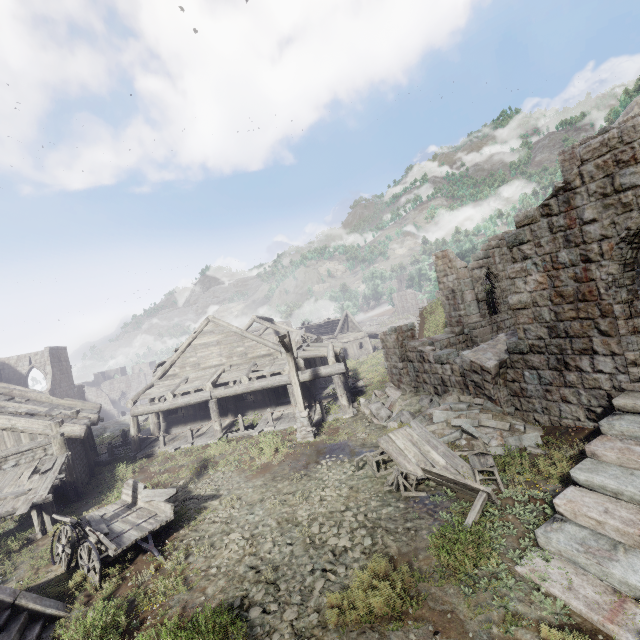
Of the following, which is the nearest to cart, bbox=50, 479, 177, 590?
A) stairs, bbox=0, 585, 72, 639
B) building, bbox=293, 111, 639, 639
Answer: stairs, bbox=0, 585, 72, 639

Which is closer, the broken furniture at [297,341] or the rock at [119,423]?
the broken furniture at [297,341]

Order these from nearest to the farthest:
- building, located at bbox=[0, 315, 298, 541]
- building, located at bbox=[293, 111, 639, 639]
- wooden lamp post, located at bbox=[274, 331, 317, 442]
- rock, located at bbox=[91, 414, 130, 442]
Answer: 1. building, located at bbox=[293, 111, 639, 639]
2. building, located at bbox=[0, 315, 298, 541]
3. wooden lamp post, located at bbox=[274, 331, 317, 442]
4. rock, located at bbox=[91, 414, 130, 442]

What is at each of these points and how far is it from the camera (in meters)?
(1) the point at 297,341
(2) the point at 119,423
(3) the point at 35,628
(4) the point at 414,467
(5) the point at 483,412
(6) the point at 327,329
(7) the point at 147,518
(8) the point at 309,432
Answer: (1) broken furniture, 22.27
(2) rock, 24.58
(3) stairs, 6.34
(4) broken furniture, 9.01
(5) rubble, 10.91
(6) wooden plank rubble, 47.84
(7) cart, 8.99
(8) wooden lamp post, 13.77

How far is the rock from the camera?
22.2 meters

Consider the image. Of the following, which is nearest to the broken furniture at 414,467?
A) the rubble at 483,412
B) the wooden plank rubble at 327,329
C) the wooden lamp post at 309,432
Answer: the rubble at 483,412

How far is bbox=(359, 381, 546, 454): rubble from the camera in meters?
9.6 m

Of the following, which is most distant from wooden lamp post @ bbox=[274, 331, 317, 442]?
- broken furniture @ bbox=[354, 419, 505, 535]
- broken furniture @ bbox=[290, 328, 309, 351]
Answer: broken furniture @ bbox=[290, 328, 309, 351]
